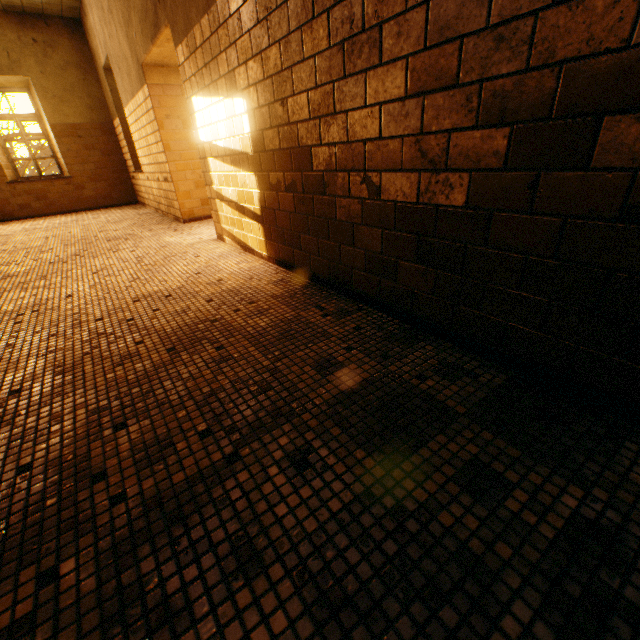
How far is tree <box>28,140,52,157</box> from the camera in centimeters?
1258cm

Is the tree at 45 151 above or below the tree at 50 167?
above

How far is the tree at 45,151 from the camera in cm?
1258

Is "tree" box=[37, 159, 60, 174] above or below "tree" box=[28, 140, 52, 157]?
below

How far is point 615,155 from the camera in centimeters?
94cm
